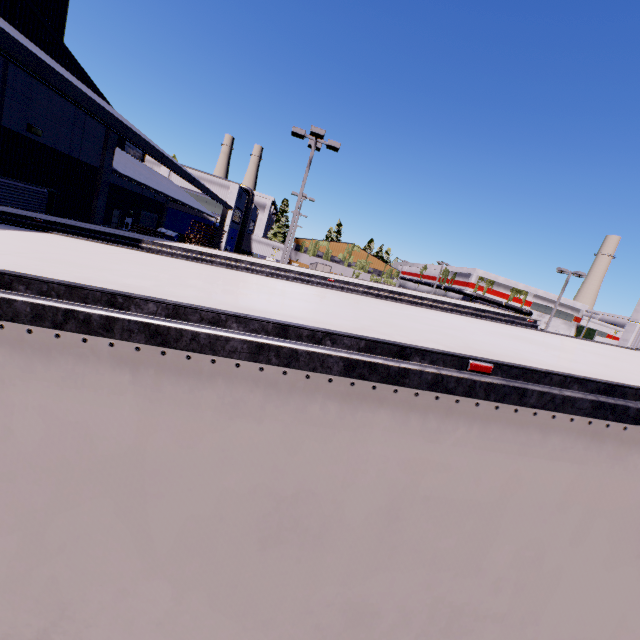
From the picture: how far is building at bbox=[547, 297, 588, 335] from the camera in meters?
57.8

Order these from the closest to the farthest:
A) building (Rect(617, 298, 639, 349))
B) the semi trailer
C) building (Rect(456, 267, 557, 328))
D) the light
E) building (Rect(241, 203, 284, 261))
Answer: the semi trailer, the light, building (Rect(617, 298, 639, 349)), building (Rect(241, 203, 284, 261)), building (Rect(456, 267, 557, 328))

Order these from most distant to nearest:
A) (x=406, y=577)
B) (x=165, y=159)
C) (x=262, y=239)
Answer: (x=262, y=239) → (x=165, y=159) → (x=406, y=577)

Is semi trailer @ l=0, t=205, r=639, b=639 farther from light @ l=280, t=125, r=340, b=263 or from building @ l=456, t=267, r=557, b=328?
light @ l=280, t=125, r=340, b=263

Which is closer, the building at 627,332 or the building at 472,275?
the building at 627,332

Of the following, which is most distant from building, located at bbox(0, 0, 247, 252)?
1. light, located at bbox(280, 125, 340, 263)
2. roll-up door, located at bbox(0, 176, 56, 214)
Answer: light, located at bbox(280, 125, 340, 263)

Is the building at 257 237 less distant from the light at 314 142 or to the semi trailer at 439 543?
the semi trailer at 439 543
